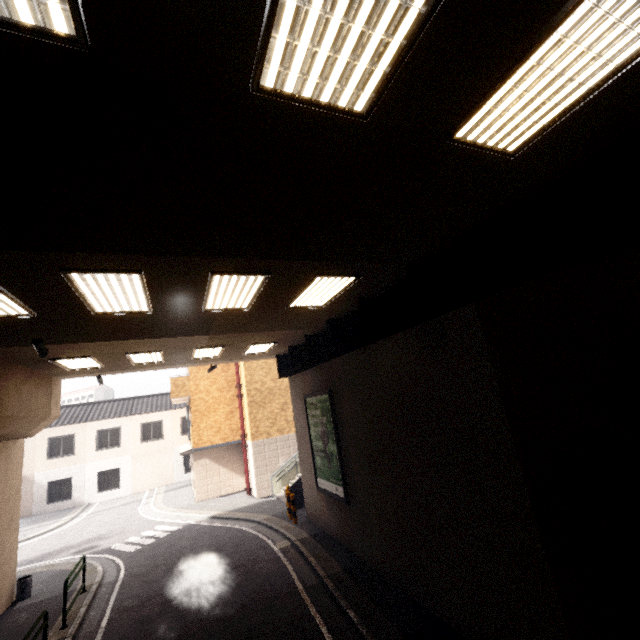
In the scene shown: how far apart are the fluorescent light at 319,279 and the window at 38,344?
5.50m

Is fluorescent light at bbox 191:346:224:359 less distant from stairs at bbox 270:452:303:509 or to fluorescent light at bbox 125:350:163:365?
fluorescent light at bbox 125:350:163:365

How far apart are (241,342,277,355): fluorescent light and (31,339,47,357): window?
5.6 meters

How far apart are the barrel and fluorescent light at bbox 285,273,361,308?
12.6 meters

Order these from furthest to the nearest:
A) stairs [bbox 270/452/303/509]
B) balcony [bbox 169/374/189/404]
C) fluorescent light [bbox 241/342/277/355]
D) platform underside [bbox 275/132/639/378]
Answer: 1. balcony [bbox 169/374/189/404]
2. stairs [bbox 270/452/303/509]
3. fluorescent light [bbox 241/342/277/355]
4. platform underside [bbox 275/132/639/378]

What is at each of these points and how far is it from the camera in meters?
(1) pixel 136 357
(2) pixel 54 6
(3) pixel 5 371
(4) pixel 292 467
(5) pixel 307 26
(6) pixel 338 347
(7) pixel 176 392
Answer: (1) fluorescent light, 10.5 m
(2) fluorescent light, 1.7 m
(3) concrete pillar, 8.4 m
(4) stairs, 18.4 m
(5) fluorescent light, 2.0 m
(6) platform underside, 9.2 m
(7) balcony, 19.3 m

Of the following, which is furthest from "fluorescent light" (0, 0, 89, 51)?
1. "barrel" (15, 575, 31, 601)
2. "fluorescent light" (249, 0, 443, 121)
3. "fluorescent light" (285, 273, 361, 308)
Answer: "barrel" (15, 575, 31, 601)

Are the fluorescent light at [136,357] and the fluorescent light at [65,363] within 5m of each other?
yes
